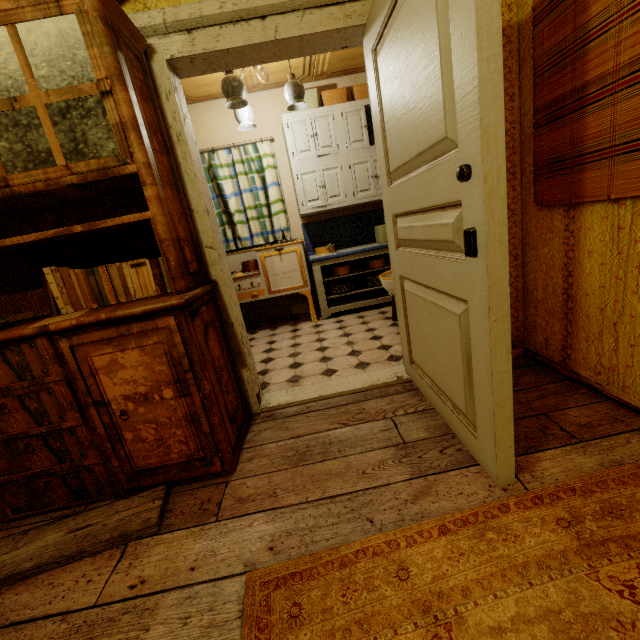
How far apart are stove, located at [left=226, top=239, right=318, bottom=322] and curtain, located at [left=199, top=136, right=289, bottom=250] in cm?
8

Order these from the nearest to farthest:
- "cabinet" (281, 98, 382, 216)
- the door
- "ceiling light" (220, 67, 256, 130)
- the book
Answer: the door, the book, "ceiling light" (220, 67, 256, 130), "cabinet" (281, 98, 382, 216)

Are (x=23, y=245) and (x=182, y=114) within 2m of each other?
yes

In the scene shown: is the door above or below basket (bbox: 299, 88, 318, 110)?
below

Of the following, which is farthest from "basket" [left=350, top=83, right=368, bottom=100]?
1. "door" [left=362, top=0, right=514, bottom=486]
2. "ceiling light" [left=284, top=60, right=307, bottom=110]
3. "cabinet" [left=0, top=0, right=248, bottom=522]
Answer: "cabinet" [left=0, top=0, right=248, bottom=522]

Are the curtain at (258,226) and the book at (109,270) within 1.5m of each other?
no

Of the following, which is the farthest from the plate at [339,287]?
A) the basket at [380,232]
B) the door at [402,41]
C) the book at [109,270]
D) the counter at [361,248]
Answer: the book at [109,270]

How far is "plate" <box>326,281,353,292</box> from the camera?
4.2m
